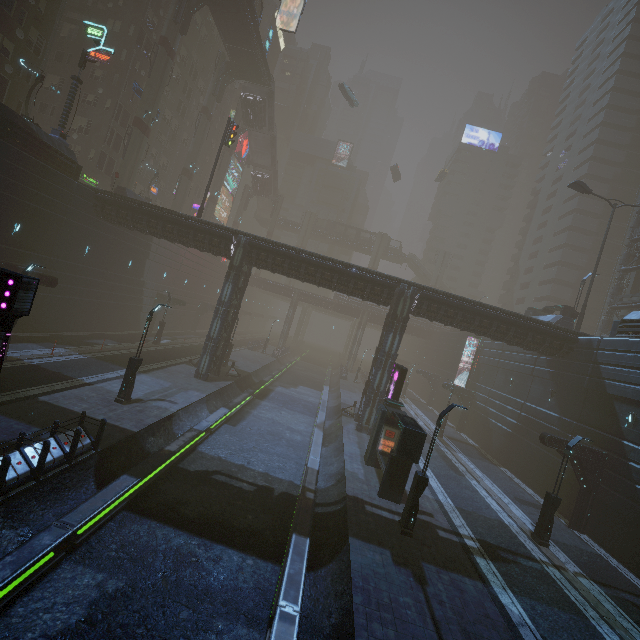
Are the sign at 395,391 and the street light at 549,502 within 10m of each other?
yes

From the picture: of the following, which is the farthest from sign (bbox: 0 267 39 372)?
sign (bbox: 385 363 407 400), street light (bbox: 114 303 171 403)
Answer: sign (bbox: 385 363 407 400)

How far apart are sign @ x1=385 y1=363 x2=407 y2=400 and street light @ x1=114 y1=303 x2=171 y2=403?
14.2m

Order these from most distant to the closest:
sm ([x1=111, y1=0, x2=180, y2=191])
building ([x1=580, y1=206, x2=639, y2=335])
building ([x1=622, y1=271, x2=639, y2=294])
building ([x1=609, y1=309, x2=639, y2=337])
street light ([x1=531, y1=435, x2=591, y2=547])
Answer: building ([x1=580, y1=206, x2=639, y2=335]) → building ([x1=622, y1=271, x2=639, y2=294]) → sm ([x1=111, y1=0, x2=180, y2=191]) → building ([x1=609, y1=309, x2=639, y2=337]) → street light ([x1=531, y1=435, x2=591, y2=547])

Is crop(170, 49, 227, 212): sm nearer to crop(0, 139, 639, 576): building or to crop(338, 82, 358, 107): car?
crop(0, 139, 639, 576): building

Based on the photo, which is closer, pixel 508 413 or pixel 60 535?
pixel 60 535

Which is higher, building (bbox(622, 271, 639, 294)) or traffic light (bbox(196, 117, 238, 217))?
building (bbox(622, 271, 639, 294))

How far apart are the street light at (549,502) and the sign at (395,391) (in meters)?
8.39
